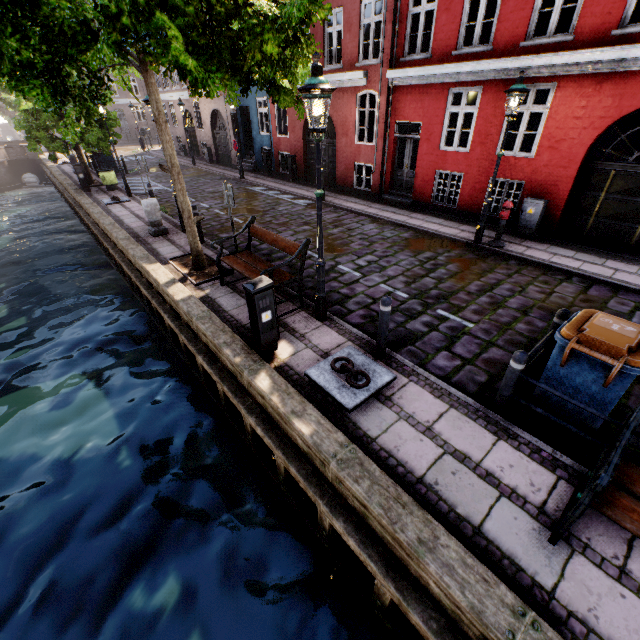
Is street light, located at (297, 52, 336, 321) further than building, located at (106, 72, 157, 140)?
No

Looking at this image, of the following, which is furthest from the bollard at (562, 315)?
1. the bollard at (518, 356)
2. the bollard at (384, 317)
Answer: the bollard at (384, 317)

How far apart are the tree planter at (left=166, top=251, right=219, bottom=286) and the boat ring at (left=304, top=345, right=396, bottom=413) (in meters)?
3.99

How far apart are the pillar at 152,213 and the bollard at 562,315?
10.67m

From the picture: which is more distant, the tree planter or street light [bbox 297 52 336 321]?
the tree planter

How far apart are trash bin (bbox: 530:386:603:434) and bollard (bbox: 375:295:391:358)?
2.0 meters

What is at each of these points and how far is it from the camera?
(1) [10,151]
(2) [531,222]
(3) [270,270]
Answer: (1) bridge, 28.31m
(2) electrical box, 9.51m
(3) bench, 5.70m

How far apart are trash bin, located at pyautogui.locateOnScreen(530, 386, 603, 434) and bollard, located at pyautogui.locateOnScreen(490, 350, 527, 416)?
0.34m
